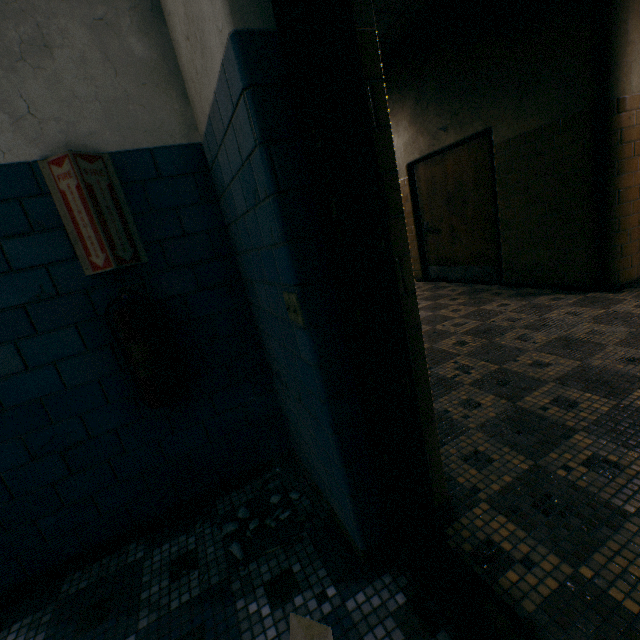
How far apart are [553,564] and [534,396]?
1.23m

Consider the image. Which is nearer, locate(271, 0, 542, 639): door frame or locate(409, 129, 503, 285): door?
locate(271, 0, 542, 639): door frame

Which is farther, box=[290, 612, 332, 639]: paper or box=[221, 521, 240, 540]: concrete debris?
box=[221, 521, 240, 540]: concrete debris

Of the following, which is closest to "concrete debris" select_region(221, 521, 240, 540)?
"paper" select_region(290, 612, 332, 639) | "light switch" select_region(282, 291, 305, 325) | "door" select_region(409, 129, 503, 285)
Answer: "paper" select_region(290, 612, 332, 639)

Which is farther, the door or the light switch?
the door

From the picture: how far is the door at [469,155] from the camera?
4.68m

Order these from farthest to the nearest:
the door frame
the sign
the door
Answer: the door < the sign < the door frame

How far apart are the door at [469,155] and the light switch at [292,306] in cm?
463
